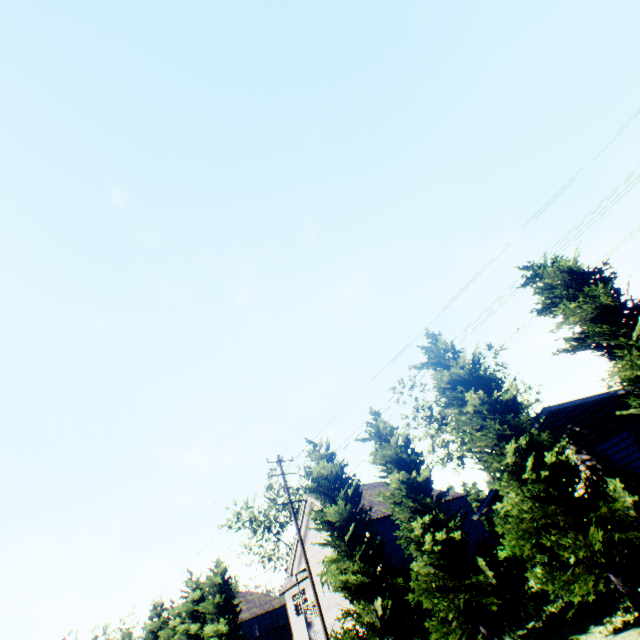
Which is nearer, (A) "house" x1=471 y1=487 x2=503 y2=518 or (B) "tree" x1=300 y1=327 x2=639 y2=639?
(B) "tree" x1=300 y1=327 x2=639 y2=639

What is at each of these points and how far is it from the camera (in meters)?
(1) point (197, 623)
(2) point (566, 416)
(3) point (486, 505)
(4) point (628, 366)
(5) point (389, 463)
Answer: (1) tree, 29.58
(2) house, 14.80
(3) house, 16.56
(4) tree, 10.39
(5) tree, 16.70

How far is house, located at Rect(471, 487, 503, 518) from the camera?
16.1 meters

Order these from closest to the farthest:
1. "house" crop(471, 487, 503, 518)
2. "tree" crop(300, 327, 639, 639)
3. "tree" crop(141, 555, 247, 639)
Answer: "tree" crop(300, 327, 639, 639), "house" crop(471, 487, 503, 518), "tree" crop(141, 555, 247, 639)

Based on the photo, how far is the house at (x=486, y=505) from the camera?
16.1 meters

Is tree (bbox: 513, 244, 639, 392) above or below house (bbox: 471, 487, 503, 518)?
above

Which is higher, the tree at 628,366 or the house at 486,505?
the tree at 628,366

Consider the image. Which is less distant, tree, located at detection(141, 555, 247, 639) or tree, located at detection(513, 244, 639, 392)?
tree, located at detection(513, 244, 639, 392)
